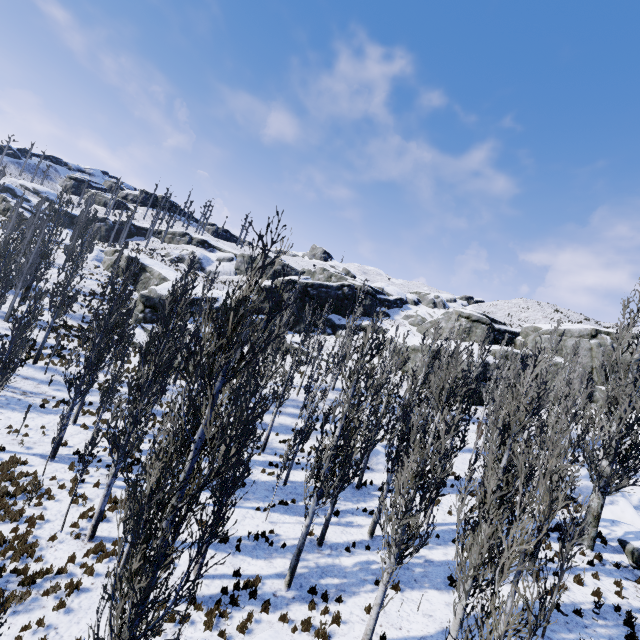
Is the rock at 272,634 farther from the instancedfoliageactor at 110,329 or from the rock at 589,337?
the rock at 589,337

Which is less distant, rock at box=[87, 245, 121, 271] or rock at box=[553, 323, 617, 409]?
rock at box=[553, 323, 617, 409]

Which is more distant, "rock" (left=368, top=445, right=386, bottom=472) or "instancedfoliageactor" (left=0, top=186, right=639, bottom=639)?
"rock" (left=368, top=445, right=386, bottom=472)

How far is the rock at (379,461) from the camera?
22.42m

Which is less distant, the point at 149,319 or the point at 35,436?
the point at 35,436

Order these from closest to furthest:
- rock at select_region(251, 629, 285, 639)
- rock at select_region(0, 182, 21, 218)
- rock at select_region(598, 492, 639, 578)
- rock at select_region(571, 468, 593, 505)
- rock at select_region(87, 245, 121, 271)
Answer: rock at select_region(251, 629, 285, 639) < rock at select_region(598, 492, 639, 578) < rock at select_region(571, 468, 593, 505) < rock at select_region(87, 245, 121, 271) < rock at select_region(0, 182, 21, 218)

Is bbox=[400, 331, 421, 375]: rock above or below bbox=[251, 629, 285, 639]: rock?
above
